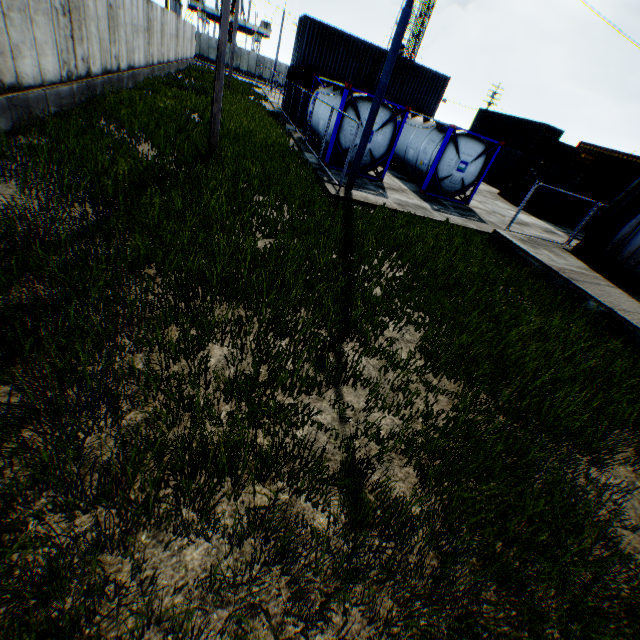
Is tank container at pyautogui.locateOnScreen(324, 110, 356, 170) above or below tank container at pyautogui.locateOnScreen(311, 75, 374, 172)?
below

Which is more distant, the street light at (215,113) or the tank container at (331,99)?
the tank container at (331,99)

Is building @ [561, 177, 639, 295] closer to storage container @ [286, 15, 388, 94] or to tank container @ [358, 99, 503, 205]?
tank container @ [358, 99, 503, 205]

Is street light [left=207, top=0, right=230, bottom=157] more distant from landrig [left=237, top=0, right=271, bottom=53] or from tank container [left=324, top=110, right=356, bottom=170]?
landrig [left=237, top=0, right=271, bottom=53]

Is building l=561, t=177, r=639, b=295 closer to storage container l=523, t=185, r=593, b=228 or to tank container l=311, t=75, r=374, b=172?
tank container l=311, t=75, r=374, b=172

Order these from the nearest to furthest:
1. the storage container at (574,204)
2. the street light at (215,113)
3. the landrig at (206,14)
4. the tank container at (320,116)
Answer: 1. the street light at (215,113)
2. the tank container at (320,116)
3. the storage container at (574,204)
4. the landrig at (206,14)

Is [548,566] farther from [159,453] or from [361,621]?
[159,453]

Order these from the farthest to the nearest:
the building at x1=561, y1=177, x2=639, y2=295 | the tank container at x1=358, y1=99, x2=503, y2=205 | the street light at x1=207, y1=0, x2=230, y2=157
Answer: the tank container at x1=358, y1=99, x2=503, y2=205 → the building at x1=561, y1=177, x2=639, y2=295 → the street light at x1=207, y1=0, x2=230, y2=157
